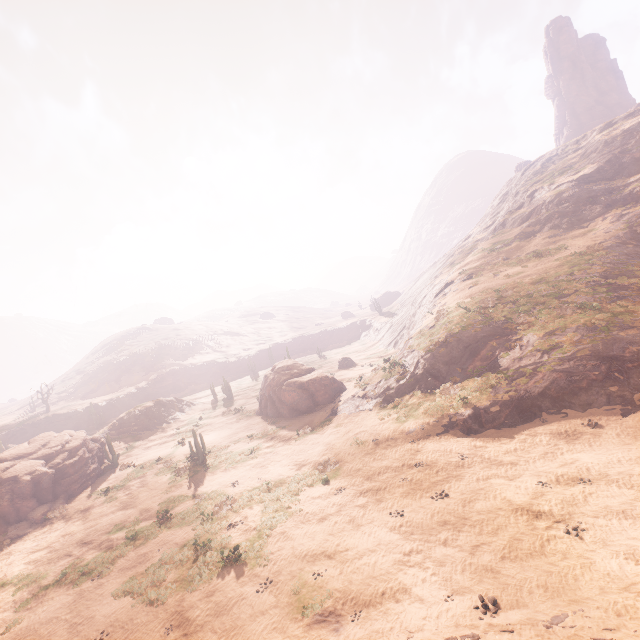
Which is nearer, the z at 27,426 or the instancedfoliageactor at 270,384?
the z at 27,426

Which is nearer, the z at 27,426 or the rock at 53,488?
the z at 27,426

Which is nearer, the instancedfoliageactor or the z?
the z

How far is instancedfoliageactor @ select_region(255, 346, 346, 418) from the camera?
31.2 meters

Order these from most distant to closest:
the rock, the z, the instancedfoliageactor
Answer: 1. the instancedfoliageactor
2. the rock
3. the z

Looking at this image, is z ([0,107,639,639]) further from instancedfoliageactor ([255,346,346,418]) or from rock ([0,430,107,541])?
rock ([0,430,107,541])

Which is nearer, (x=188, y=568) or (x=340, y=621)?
(x=340, y=621)
